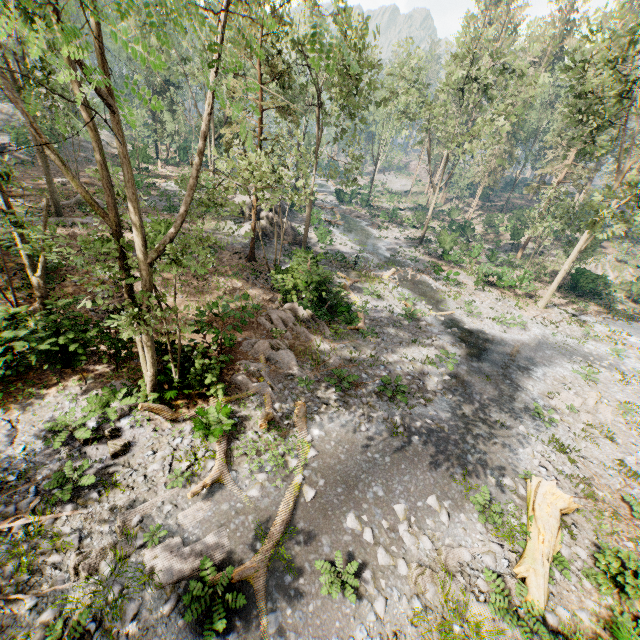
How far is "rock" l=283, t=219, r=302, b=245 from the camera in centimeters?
2909cm

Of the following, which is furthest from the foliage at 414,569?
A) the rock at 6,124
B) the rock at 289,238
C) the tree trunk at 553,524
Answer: the rock at 289,238

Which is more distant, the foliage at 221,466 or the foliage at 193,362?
the foliage at 193,362

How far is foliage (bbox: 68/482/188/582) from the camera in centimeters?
755cm

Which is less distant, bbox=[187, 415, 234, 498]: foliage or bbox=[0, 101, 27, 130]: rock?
bbox=[187, 415, 234, 498]: foliage

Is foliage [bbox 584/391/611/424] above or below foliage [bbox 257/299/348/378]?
below

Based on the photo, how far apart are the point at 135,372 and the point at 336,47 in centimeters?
1293cm

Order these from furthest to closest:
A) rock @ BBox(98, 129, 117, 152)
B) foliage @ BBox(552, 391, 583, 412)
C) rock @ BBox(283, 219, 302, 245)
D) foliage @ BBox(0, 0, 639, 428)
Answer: rock @ BBox(98, 129, 117, 152) < rock @ BBox(283, 219, 302, 245) < foliage @ BBox(552, 391, 583, 412) < foliage @ BBox(0, 0, 639, 428)
